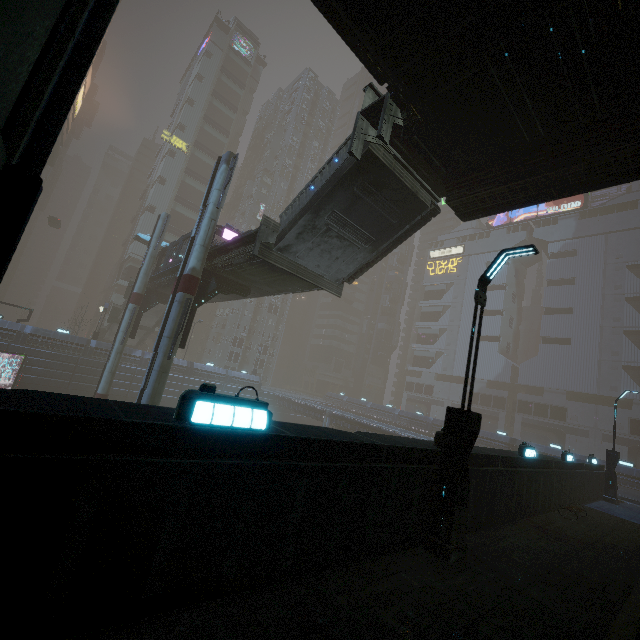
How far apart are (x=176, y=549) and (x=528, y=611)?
5.9 meters

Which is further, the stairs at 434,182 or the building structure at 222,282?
the building structure at 222,282

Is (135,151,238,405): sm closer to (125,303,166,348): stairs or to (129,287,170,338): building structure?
(129,287,170,338): building structure

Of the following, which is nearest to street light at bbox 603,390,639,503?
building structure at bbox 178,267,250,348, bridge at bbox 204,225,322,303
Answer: bridge at bbox 204,225,322,303

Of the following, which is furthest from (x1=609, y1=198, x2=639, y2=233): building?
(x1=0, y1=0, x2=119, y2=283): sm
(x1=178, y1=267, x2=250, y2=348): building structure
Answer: (x1=178, y1=267, x2=250, y2=348): building structure

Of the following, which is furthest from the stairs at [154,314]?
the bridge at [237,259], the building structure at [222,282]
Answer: the building structure at [222,282]

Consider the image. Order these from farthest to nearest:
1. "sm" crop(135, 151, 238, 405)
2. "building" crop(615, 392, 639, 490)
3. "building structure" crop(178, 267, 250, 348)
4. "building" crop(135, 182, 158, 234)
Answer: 1. "building" crop(135, 182, 158, 234)
2. "building" crop(615, 392, 639, 490)
3. "building structure" crop(178, 267, 250, 348)
4. "sm" crop(135, 151, 238, 405)

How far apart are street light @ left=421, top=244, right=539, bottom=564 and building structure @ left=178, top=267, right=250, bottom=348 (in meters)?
15.21
